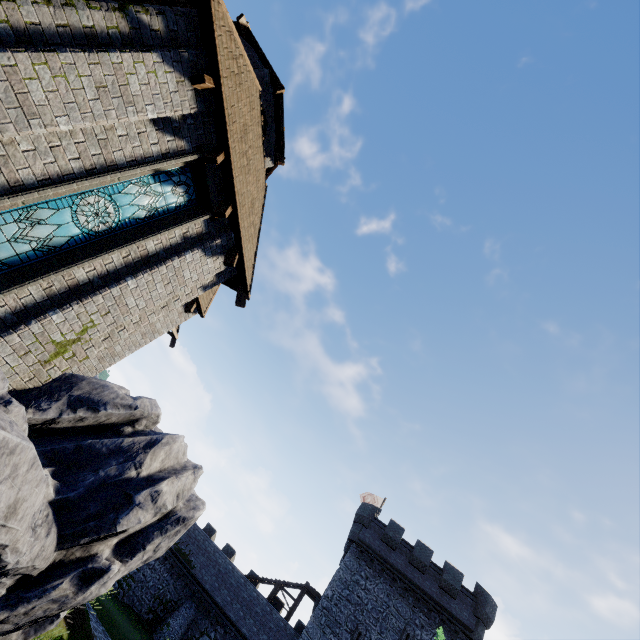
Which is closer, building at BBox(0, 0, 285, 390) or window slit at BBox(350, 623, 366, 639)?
building at BBox(0, 0, 285, 390)

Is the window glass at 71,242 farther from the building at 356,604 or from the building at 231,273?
the building at 356,604

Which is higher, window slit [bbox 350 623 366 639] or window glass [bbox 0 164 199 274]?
window slit [bbox 350 623 366 639]

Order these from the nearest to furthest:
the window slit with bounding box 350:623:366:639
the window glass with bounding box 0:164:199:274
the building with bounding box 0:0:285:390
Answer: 1. the building with bounding box 0:0:285:390
2. the window glass with bounding box 0:164:199:274
3. the window slit with bounding box 350:623:366:639

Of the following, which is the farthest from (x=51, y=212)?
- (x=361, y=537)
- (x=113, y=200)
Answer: (x=361, y=537)

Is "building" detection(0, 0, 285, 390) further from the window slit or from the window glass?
the window slit

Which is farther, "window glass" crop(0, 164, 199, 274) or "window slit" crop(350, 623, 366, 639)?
"window slit" crop(350, 623, 366, 639)

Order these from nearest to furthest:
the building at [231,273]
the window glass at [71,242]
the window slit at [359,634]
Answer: the building at [231,273], the window glass at [71,242], the window slit at [359,634]
